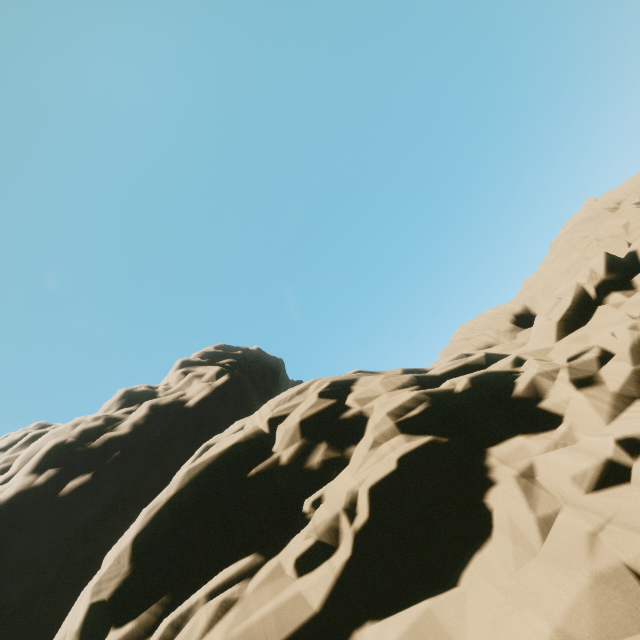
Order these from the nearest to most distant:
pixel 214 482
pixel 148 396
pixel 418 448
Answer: pixel 418 448
pixel 214 482
pixel 148 396
